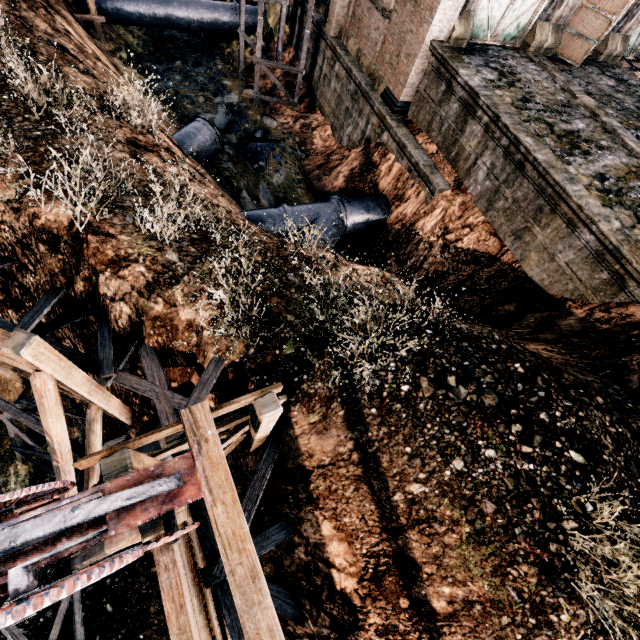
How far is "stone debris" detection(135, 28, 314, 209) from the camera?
17.56m

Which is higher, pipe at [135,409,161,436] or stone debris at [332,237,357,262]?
pipe at [135,409,161,436]

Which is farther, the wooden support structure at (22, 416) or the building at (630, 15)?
the building at (630, 15)

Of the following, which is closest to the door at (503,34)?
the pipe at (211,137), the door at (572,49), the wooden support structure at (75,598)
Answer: the door at (572,49)

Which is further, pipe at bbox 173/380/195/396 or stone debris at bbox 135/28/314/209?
stone debris at bbox 135/28/314/209

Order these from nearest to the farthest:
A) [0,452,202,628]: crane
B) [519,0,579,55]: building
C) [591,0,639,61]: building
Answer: [0,452,202,628]: crane
[519,0,579,55]: building
[591,0,639,61]: building

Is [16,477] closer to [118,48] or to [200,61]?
[118,48]

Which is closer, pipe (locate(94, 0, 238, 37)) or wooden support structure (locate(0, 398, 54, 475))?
wooden support structure (locate(0, 398, 54, 475))
